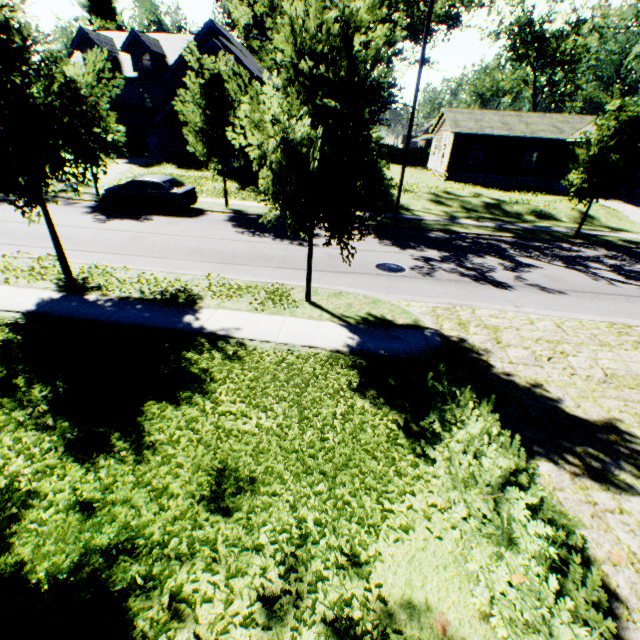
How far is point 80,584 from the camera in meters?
2.6 m

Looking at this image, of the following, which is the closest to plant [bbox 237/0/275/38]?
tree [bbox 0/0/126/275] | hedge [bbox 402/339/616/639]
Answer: tree [bbox 0/0/126/275]

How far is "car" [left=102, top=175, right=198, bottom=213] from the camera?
16.55m

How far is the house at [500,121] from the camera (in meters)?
29.59

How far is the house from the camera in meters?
29.6

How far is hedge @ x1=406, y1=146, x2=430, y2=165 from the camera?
50.38m

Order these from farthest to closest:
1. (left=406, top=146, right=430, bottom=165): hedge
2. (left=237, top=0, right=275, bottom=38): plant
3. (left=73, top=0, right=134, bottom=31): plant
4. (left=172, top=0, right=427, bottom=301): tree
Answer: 1. (left=237, top=0, right=275, bottom=38): plant
2. (left=406, top=146, right=430, bottom=165): hedge
3. (left=73, top=0, right=134, bottom=31): plant
4. (left=172, top=0, right=427, bottom=301): tree

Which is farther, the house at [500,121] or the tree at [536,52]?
the house at [500,121]
